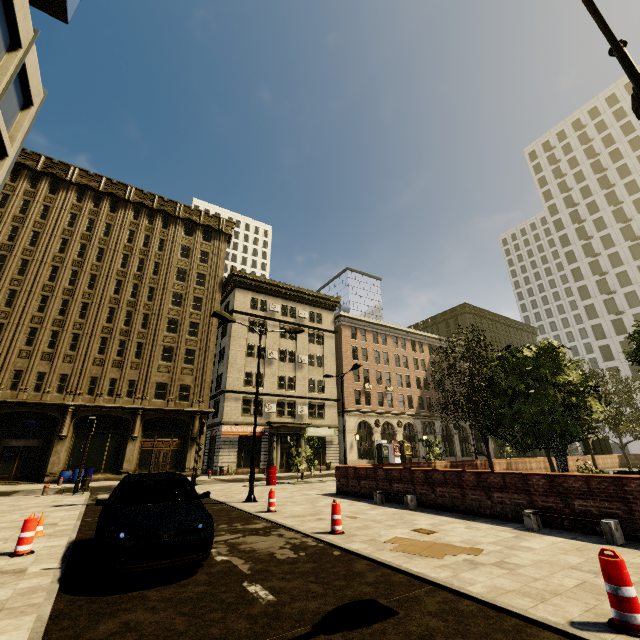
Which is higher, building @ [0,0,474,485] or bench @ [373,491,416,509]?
building @ [0,0,474,485]

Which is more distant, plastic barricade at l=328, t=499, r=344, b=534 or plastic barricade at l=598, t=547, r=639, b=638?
plastic barricade at l=328, t=499, r=344, b=534

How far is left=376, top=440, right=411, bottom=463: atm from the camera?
39.7m

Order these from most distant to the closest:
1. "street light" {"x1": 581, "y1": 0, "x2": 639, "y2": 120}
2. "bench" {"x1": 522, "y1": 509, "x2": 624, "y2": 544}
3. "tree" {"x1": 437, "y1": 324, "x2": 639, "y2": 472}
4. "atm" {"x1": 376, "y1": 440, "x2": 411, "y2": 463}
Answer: "atm" {"x1": 376, "y1": 440, "x2": 411, "y2": 463} → "tree" {"x1": 437, "y1": 324, "x2": 639, "y2": 472} → "bench" {"x1": 522, "y1": 509, "x2": 624, "y2": 544} → "street light" {"x1": 581, "y1": 0, "x2": 639, "y2": 120}

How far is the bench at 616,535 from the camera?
6.52m

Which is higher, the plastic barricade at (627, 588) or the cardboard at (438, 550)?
the plastic barricade at (627, 588)

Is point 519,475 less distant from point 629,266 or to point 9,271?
point 9,271

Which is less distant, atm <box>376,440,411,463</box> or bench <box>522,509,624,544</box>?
bench <box>522,509,624,544</box>
